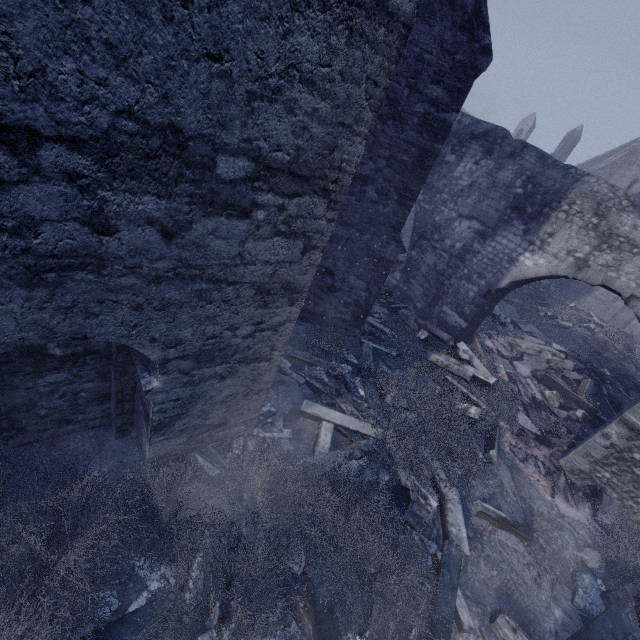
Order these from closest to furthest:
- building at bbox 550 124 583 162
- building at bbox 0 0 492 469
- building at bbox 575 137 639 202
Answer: building at bbox 0 0 492 469
building at bbox 575 137 639 202
building at bbox 550 124 583 162

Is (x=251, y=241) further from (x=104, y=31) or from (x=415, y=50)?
(x=415, y=50)

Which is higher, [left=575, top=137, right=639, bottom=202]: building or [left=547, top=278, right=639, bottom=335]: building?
[left=575, top=137, right=639, bottom=202]: building

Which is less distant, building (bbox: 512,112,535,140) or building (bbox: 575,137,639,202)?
building (bbox: 575,137,639,202)

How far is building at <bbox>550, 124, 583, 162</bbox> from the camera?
36.44m

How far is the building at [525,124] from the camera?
39.97m
